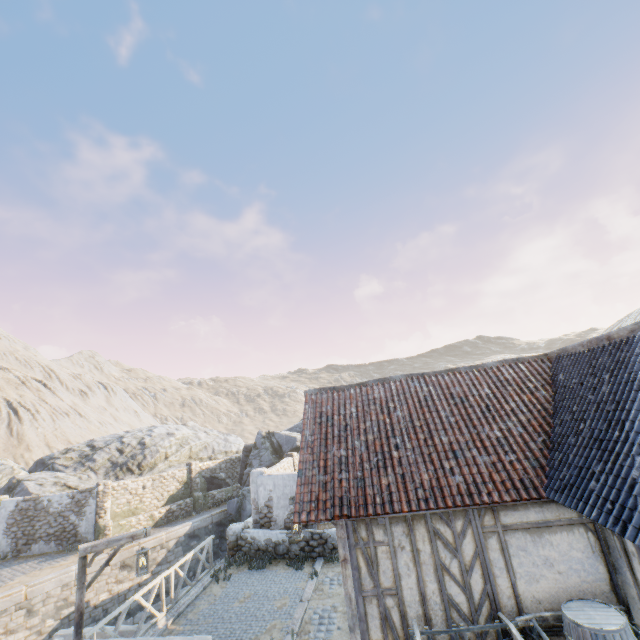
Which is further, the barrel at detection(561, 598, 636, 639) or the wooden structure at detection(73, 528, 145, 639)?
the wooden structure at detection(73, 528, 145, 639)

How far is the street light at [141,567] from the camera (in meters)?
8.04

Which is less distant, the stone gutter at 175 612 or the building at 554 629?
the building at 554 629

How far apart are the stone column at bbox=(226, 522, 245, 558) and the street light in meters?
5.8

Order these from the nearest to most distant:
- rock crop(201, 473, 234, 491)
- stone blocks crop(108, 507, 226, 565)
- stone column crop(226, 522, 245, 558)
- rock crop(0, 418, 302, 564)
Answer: stone column crop(226, 522, 245, 558) < stone blocks crop(108, 507, 226, 565) < rock crop(0, 418, 302, 564) < rock crop(201, 473, 234, 491)

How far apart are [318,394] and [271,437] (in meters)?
17.01

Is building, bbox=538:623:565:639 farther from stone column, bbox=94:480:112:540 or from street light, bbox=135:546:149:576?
stone column, bbox=94:480:112:540

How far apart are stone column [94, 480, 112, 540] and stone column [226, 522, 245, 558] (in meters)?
8.94
